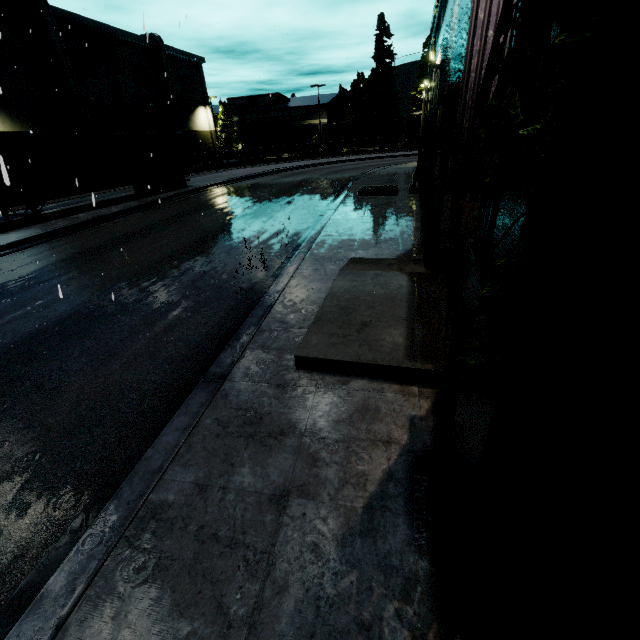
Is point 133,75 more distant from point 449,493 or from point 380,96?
point 449,493

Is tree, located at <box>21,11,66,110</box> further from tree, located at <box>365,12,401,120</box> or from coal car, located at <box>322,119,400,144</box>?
tree, located at <box>365,12,401,120</box>

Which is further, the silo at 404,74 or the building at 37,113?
the silo at 404,74

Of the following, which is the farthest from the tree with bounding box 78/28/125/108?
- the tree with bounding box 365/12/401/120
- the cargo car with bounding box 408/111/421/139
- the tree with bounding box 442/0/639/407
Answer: the tree with bounding box 442/0/639/407

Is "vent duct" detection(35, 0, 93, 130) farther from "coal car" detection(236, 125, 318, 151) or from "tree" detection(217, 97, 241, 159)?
"coal car" detection(236, 125, 318, 151)

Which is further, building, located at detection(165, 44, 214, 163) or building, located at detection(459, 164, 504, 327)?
building, located at detection(165, 44, 214, 163)

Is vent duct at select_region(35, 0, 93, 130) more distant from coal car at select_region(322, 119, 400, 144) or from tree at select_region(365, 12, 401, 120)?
tree at select_region(365, 12, 401, 120)

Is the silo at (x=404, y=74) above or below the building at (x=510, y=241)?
above
